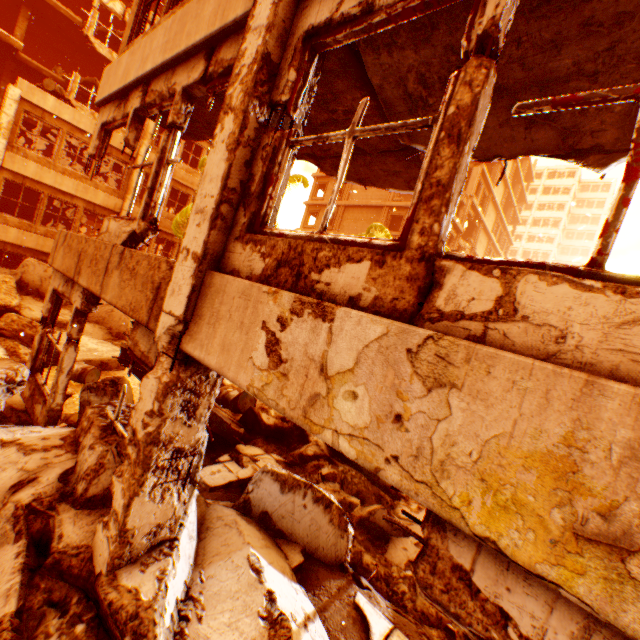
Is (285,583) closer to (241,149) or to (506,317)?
(506,317)

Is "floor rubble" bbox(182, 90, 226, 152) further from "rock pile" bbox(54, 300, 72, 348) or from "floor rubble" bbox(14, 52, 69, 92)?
"floor rubble" bbox(14, 52, 69, 92)

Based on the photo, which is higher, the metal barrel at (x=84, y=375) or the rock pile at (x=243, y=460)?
the rock pile at (x=243, y=460)

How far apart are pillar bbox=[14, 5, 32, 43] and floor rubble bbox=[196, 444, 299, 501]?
25.4m

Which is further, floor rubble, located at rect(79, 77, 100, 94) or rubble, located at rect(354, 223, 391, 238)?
rubble, located at rect(354, 223, 391, 238)

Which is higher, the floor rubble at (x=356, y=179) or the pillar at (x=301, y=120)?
the floor rubble at (x=356, y=179)

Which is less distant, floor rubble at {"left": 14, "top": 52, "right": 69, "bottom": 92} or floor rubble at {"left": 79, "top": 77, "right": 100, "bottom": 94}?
floor rubble at {"left": 14, "top": 52, "right": 69, "bottom": 92}

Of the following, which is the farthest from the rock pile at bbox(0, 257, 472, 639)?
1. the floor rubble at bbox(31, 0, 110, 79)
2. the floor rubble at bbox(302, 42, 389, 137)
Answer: the floor rubble at bbox(31, 0, 110, 79)
